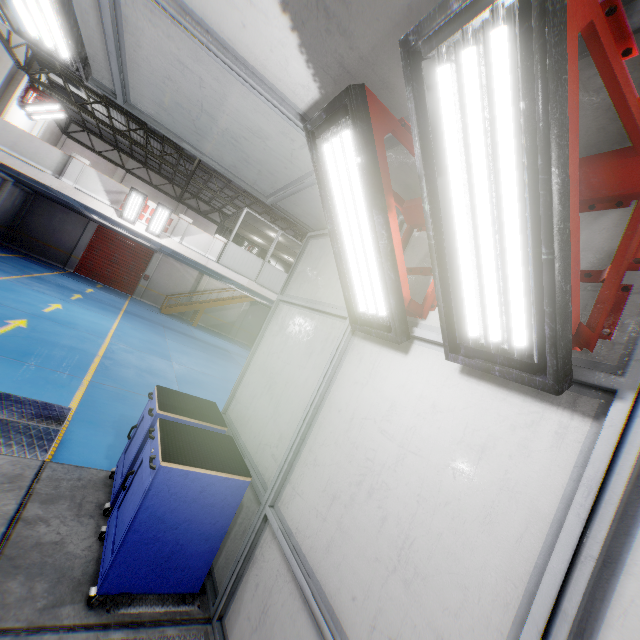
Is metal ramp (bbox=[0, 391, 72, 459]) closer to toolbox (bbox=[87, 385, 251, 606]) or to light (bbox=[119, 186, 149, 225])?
toolbox (bbox=[87, 385, 251, 606])

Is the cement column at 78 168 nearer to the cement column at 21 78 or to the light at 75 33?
the cement column at 21 78

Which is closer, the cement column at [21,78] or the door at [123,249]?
the cement column at [21,78]

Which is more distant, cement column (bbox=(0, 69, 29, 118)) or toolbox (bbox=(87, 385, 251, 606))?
cement column (bbox=(0, 69, 29, 118))

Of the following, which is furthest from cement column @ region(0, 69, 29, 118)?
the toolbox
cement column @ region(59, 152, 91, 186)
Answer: the toolbox

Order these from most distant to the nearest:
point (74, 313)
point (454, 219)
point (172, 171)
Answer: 1. point (172, 171)
2. point (74, 313)
3. point (454, 219)

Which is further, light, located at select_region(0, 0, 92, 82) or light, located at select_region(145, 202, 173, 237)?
light, located at select_region(145, 202, 173, 237)

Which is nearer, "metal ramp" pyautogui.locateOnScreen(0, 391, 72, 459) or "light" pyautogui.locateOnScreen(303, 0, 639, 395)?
"light" pyautogui.locateOnScreen(303, 0, 639, 395)
